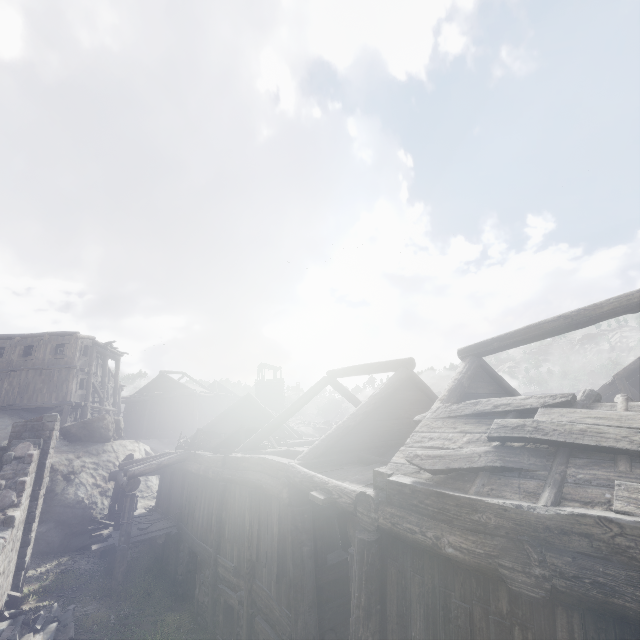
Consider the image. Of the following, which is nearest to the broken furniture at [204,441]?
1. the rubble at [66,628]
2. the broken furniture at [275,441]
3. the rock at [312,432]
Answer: the broken furniture at [275,441]

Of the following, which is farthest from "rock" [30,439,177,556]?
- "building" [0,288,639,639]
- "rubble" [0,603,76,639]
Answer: "rubble" [0,603,76,639]

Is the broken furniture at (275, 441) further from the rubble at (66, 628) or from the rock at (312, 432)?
the rock at (312, 432)

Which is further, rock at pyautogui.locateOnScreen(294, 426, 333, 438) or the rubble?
rock at pyautogui.locateOnScreen(294, 426, 333, 438)

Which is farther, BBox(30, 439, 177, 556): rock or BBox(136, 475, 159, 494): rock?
BBox(136, 475, 159, 494): rock

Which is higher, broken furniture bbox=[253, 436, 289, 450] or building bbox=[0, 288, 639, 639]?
broken furniture bbox=[253, 436, 289, 450]

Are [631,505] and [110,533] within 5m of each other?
no

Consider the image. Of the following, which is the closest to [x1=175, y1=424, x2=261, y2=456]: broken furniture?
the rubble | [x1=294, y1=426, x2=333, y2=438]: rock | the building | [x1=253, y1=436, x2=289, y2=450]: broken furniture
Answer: [x1=253, y1=436, x2=289, y2=450]: broken furniture
